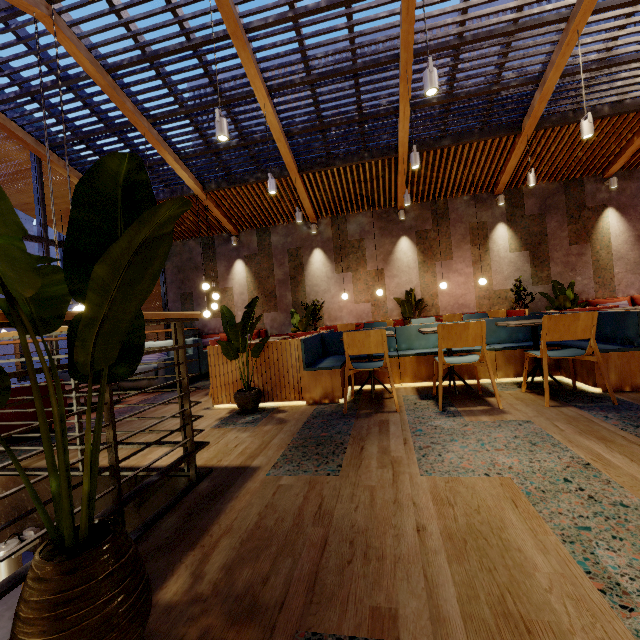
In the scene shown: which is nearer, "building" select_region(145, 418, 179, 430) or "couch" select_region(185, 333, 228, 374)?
"building" select_region(145, 418, 179, 430)

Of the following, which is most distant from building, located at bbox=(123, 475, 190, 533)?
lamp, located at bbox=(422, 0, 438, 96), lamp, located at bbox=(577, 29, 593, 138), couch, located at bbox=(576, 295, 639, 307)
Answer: lamp, located at bbox=(422, 0, 438, 96)

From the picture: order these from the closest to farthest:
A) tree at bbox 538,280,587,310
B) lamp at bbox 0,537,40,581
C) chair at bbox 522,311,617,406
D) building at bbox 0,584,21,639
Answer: lamp at bbox 0,537,40,581
chair at bbox 522,311,617,406
tree at bbox 538,280,587,310
building at bbox 0,584,21,639

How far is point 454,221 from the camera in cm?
935

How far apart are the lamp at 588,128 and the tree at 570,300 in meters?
2.4

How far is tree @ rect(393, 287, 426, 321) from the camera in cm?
905

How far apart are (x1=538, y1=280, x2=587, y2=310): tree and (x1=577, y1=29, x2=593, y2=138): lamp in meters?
2.4 m

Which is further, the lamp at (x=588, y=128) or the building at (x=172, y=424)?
the lamp at (x=588, y=128)
